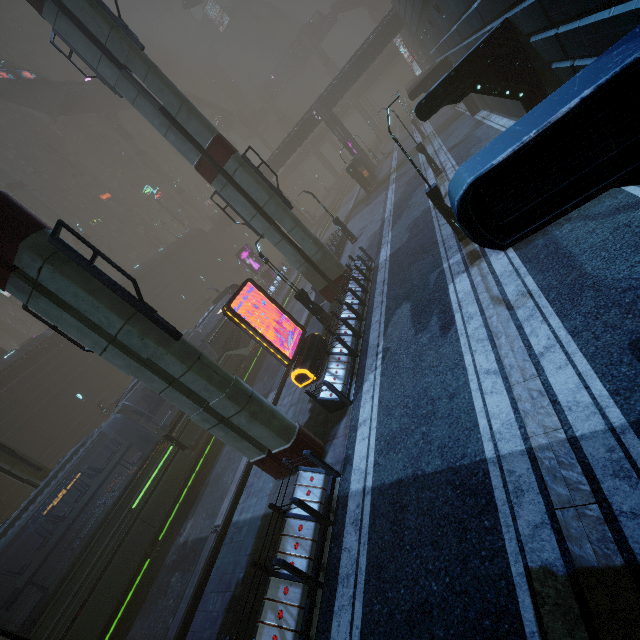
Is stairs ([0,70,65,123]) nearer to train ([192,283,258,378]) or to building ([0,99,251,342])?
building ([0,99,251,342])

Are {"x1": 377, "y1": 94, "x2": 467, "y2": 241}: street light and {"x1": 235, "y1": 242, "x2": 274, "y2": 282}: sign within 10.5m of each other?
no

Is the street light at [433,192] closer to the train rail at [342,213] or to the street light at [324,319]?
the street light at [324,319]

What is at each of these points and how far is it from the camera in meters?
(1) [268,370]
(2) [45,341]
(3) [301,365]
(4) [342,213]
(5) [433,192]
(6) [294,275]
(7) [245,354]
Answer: (1) train rail, 22.8 m
(2) building, 31.3 m
(3) sign, 13.5 m
(4) train rail, 49.6 m
(5) street light, 12.0 m
(6) train rail, 37.8 m
(7) train, 24.3 m

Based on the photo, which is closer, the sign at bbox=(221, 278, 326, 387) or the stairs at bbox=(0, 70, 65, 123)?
the sign at bbox=(221, 278, 326, 387)

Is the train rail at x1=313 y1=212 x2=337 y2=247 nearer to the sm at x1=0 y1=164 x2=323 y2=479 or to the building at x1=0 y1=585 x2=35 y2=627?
the building at x1=0 y1=585 x2=35 y2=627

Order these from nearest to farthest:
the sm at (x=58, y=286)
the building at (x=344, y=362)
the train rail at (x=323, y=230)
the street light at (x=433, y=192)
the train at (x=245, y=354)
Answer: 1. the sm at (x=58, y=286)
2. the building at (x=344, y=362)
3. the street light at (x=433, y=192)
4. the train at (x=245, y=354)
5. the train rail at (x=323, y=230)
